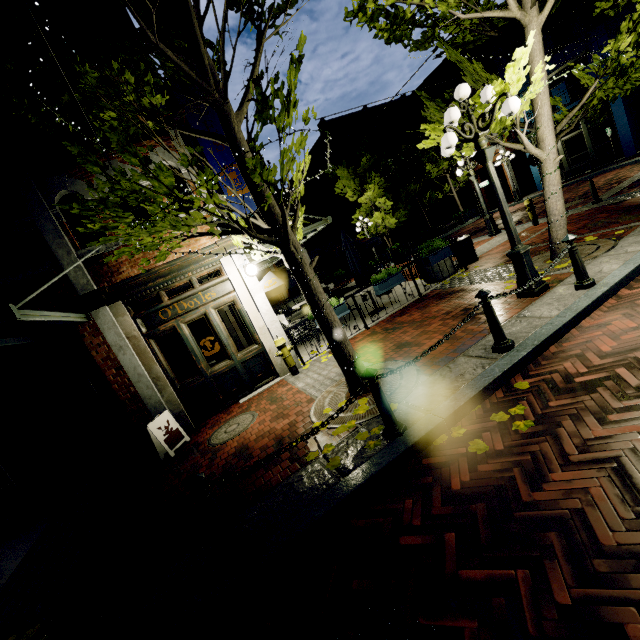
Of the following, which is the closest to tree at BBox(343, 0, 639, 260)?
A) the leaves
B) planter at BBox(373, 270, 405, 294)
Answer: the leaves

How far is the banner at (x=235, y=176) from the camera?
7.45m

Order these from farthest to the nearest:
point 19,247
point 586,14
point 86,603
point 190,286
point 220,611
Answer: point 586,14
point 190,286
point 19,247
point 86,603
point 220,611

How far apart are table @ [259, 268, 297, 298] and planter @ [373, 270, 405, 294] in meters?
2.6 m

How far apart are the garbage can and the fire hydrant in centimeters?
624cm

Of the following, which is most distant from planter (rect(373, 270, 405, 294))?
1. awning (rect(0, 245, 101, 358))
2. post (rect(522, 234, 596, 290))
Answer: awning (rect(0, 245, 101, 358))

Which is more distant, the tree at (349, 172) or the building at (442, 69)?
the building at (442, 69)

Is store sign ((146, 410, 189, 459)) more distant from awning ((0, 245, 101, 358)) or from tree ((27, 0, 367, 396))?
tree ((27, 0, 367, 396))
